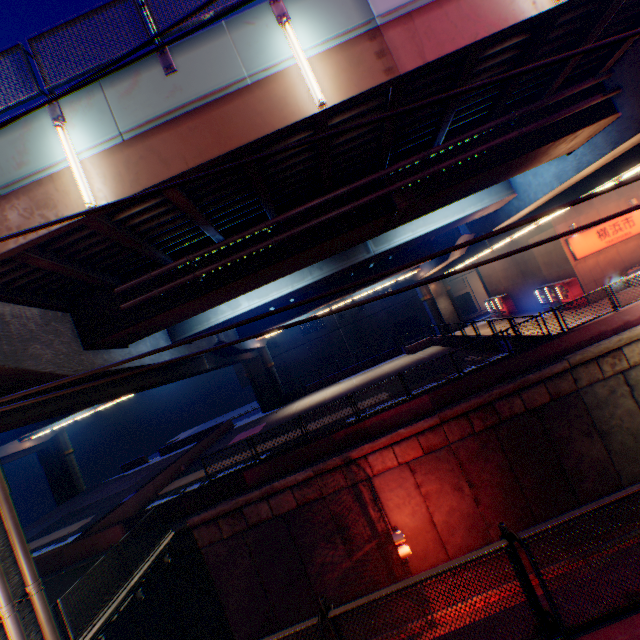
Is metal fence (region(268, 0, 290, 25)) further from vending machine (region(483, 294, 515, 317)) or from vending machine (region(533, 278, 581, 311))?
vending machine (region(483, 294, 515, 317))

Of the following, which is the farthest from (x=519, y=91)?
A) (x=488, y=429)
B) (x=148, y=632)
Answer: (x=148, y=632)

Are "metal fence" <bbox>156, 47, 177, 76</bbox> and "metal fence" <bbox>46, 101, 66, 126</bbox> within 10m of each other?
yes

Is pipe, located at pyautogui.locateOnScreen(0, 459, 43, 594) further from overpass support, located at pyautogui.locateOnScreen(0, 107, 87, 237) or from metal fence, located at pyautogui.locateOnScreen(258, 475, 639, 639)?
metal fence, located at pyautogui.locateOnScreen(258, 475, 639, 639)

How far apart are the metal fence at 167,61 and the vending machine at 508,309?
31.8 meters

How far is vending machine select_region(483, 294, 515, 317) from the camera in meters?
30.8 m

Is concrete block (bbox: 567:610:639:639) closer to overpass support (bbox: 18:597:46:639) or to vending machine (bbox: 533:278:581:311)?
overpass support (bbox: 18:597:46:639)

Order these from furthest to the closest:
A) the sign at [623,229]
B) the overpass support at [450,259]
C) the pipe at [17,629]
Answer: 1. the sign at [623,229]
2. the overpass support at [450,259]
3. the pipe at [17,629]
